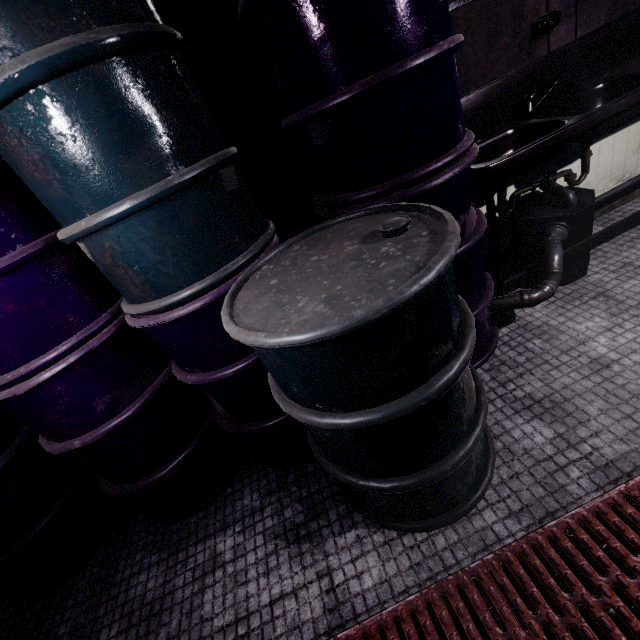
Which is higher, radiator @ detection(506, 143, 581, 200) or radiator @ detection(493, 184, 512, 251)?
radiator @ detection(506, 143, 581, 200)

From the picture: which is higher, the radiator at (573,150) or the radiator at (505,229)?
the radiator at (573,150)

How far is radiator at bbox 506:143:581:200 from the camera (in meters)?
2.00

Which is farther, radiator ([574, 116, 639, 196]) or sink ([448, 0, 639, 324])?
radiator ([574, 116, 639, 196])

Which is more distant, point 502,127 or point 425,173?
point 502,127

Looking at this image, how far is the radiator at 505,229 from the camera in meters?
2.0 m

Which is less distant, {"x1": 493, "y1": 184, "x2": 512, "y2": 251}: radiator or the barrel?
the barrel
